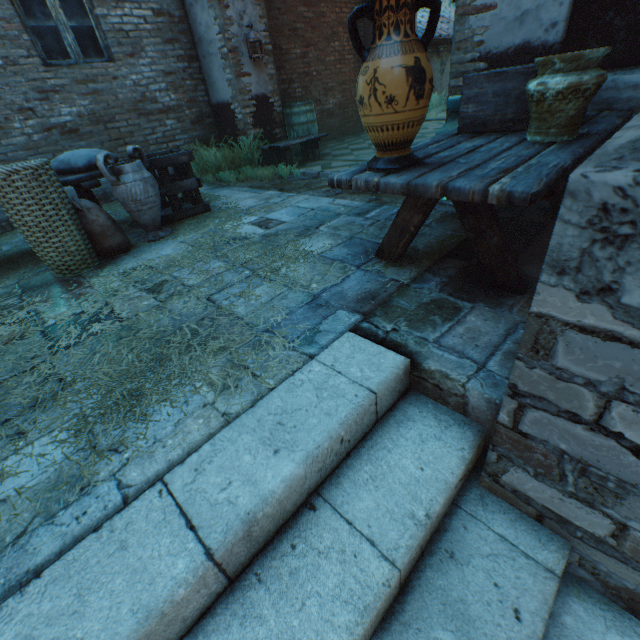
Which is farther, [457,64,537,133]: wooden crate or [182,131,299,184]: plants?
[182,131,299,184]: plants

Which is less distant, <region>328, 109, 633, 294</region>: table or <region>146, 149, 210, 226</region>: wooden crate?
<region>328, 109, 633, 294</region>: table

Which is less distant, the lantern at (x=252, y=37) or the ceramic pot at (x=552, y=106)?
the ceramic pot at (x=552, y=106)

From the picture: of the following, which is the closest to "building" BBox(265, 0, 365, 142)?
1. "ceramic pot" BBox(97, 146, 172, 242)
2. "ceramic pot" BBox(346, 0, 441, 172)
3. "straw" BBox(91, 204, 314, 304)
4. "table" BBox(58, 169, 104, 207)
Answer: "straw" BBox(91, 204, 314, 304)

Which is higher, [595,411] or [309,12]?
[309,12]

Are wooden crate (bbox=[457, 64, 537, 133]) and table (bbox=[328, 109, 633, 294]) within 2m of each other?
yes

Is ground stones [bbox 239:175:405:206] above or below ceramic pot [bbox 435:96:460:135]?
below

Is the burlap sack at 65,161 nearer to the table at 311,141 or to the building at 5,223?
the building at 5,223
